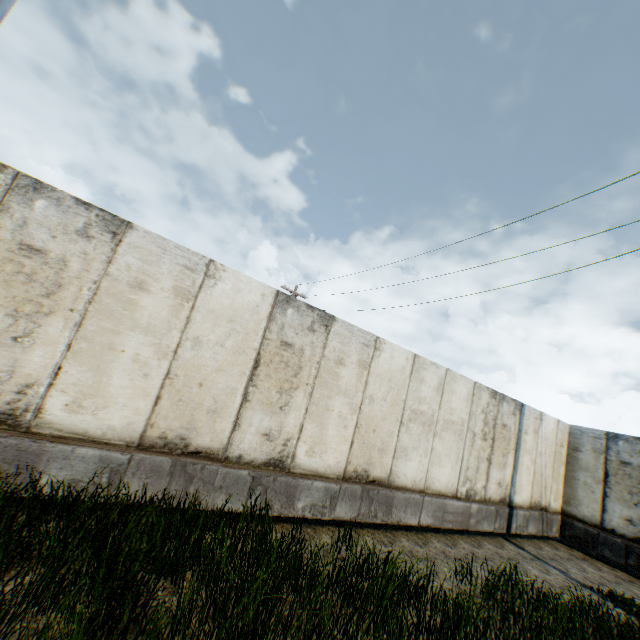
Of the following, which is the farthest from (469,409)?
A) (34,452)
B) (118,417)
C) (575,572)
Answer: (34,452)
